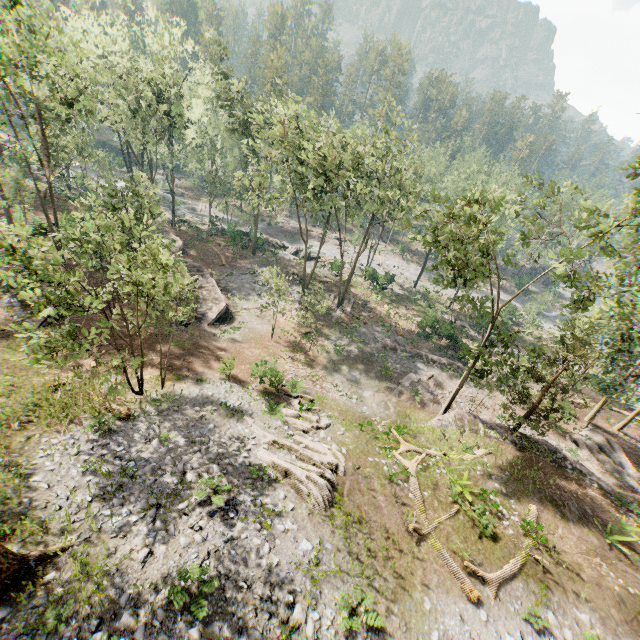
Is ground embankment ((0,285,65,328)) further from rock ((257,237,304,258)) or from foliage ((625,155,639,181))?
rock ((257,237,304,258))

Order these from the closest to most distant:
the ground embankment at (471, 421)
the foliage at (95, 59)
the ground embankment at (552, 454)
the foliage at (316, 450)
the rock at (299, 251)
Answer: the foliage at (95, 59) → the foliage at (316, 450) → the ground embankment at (552, 454) → the ground embankment at (471, 421) → the rock at (299, 251)

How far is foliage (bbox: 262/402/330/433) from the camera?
18.2m

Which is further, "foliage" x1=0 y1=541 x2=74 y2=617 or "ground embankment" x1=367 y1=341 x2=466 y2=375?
"ground embankment" x1=367 y1=341 x2=466 y2=375

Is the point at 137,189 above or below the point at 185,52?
below

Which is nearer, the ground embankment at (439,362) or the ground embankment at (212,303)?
the ground embankment at (212,303)

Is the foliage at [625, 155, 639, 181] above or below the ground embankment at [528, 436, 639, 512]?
above

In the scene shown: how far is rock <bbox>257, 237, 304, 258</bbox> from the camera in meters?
48.7
